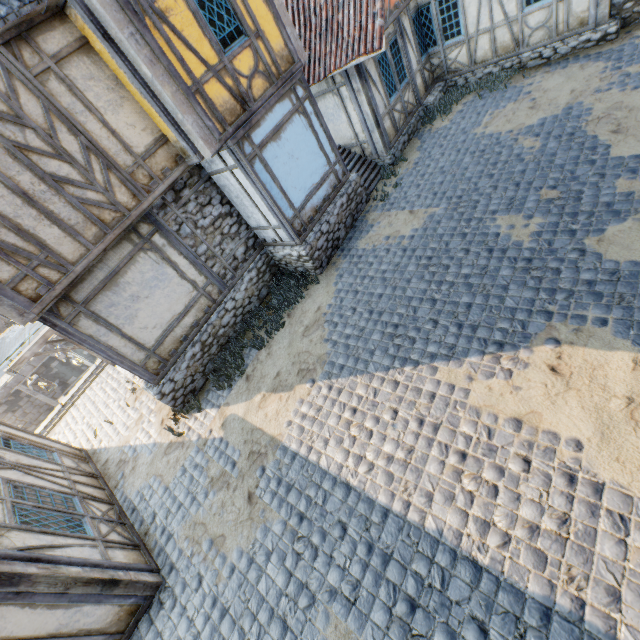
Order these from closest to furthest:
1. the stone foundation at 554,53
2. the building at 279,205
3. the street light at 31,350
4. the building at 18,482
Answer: the building at 18,482 → the building at 279,205 → the street light at 31,350 → the stone foundation at 554,53

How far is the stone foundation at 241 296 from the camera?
8.3 meters

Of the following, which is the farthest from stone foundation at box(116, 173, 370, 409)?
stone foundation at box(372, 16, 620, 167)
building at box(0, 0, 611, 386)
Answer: stone foundation at box(372, 16, 620, 167)

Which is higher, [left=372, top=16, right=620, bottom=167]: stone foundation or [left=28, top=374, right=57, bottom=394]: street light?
[left=28, top=374, right=57, bottom=394]: street light

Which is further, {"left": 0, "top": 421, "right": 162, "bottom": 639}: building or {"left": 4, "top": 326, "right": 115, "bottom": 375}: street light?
{"left": 4, "top": 326, "right": 115, "bottom": 375}: street light

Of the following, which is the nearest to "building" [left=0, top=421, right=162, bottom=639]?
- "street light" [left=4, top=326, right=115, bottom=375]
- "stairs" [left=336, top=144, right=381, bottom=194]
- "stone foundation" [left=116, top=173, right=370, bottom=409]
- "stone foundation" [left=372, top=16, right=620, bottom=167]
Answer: "street light" [left=4, top=326, right=115, bottom=375]

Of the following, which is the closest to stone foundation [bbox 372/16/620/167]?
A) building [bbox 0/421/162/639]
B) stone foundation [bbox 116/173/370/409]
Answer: stone foundation [bbox 116/173/370/409]

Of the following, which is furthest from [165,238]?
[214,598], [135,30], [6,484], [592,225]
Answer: [592,225]
